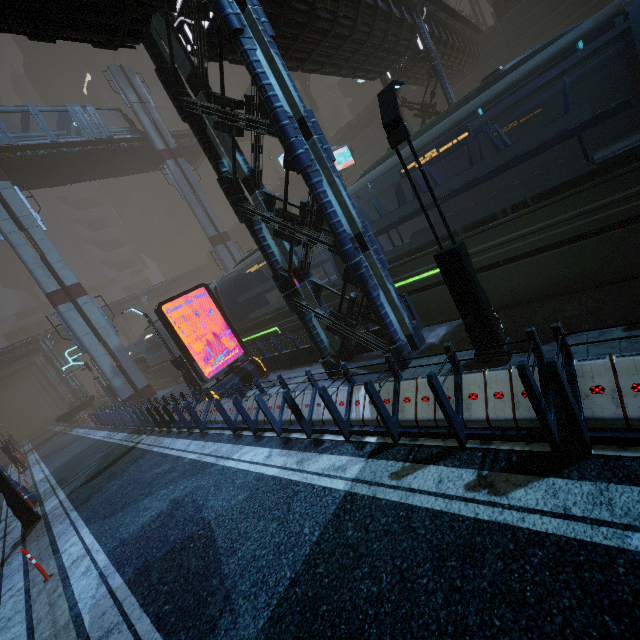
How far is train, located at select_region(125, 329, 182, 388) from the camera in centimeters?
2516cm

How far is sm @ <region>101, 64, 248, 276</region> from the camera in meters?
29.4

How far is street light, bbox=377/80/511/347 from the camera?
5.75m

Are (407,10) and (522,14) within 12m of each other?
no

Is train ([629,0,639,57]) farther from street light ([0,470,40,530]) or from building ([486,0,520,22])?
street light ([0,470,40,530])

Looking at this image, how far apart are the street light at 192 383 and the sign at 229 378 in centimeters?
347cm

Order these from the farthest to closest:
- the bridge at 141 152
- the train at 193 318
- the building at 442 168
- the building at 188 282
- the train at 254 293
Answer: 1. the building at 188 282
2. the bridge at 141 152
3. the train at 193 318
4. the building at 442 168
5. the train at 254 293

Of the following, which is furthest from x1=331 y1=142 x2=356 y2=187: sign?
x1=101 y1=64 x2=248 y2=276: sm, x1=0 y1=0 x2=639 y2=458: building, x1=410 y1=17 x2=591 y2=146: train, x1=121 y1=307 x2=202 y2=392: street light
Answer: x1=121 y1=307 x2=202 y2=392: street light
